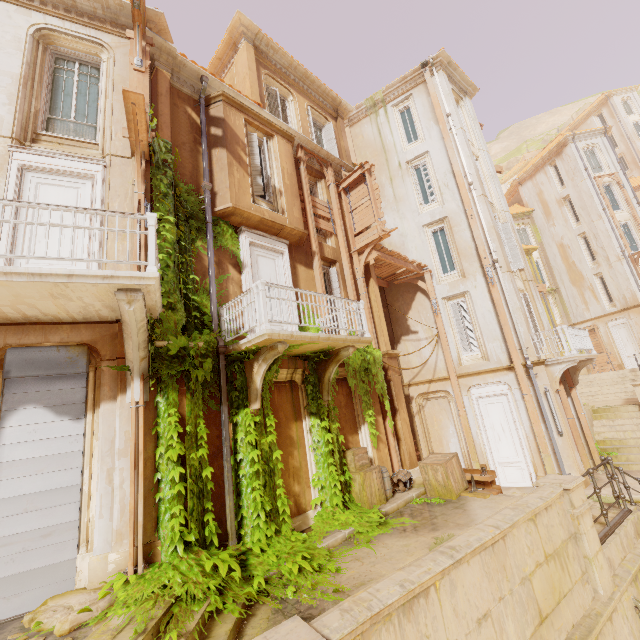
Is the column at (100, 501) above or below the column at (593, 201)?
below

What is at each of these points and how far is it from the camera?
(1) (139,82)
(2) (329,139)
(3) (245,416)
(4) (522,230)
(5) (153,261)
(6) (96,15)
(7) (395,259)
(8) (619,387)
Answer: (1) trim, 7.55m
(2) shutter, 14.70m
(3) plant, 7.29m
(4) window, 33.28m
(5) railing, 5.14m
(6) trim, 8.22m
(7) wood, 13.77m
(8) stairs, 21.48m

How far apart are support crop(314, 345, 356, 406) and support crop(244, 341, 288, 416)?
2.0m

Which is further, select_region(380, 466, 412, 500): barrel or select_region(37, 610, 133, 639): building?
select_region(380, 466, 412, 500): barrel

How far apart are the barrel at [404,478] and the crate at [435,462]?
0.5m

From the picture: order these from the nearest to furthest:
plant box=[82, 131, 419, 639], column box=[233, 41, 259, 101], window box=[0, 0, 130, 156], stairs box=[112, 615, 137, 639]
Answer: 1. stairs box=[112, 615, 137, 639]
2. plant box=[82, 131, 419, 639]
3. window box=[0, 0, 130, 156]
4. column box=[233, 41, 259, 101]

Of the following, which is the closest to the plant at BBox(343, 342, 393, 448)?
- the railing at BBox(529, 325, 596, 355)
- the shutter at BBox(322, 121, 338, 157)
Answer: the railing at BBox(529, 325, 596, 355)

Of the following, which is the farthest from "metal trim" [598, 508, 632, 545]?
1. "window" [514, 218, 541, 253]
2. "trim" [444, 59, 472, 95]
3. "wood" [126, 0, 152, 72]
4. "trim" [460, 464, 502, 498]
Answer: "window" [514, 218, 541, 253]
